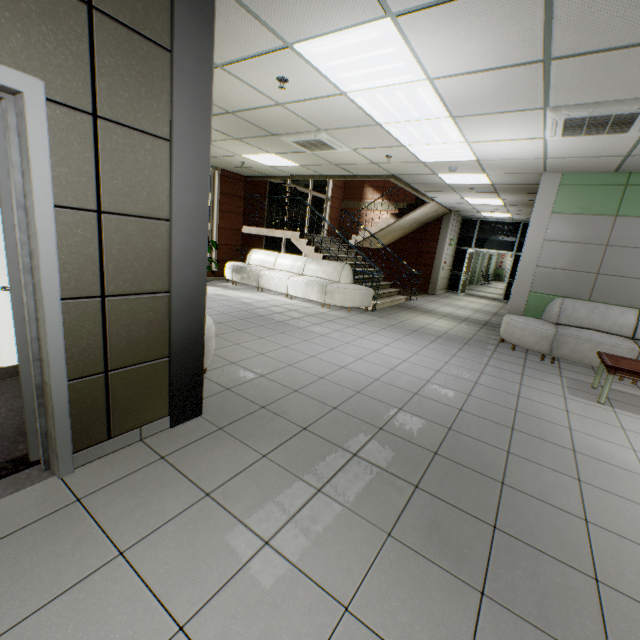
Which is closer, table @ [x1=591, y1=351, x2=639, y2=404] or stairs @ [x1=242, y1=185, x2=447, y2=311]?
table @ [x1=591, y1=351, x2=639, y2=404]

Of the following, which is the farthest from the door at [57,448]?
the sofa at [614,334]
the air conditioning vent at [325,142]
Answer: the sofa at [614,334]

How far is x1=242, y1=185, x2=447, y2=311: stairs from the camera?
8.8m

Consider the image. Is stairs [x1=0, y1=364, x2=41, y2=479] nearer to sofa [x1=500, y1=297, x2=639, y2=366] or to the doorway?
sofa [x1=500, y1=297, x2=639, y2=366]

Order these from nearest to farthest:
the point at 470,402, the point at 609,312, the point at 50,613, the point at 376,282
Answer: the point at 50,613 < the point at 470,402 < the point at 609,312 < the point at 376,282

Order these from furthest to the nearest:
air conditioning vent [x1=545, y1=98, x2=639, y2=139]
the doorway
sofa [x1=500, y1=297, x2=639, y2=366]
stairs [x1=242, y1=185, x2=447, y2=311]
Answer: the doorway
stairs [x1=242, y1=185, x2=447, y2=311]
sofa [x1=500, y1=297, x2=639, y2=366]
air conditioning vent [x1=545, y1=98, x2=639, y2=139]

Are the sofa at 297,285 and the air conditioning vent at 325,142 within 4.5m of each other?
yes

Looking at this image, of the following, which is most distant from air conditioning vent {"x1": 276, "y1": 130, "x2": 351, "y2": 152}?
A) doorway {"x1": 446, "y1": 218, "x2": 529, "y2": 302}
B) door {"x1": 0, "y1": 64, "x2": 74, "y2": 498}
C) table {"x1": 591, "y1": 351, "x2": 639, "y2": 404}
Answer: doorway {"x1": 446, "y1": 218, "x2": 529, "y2": 302}
